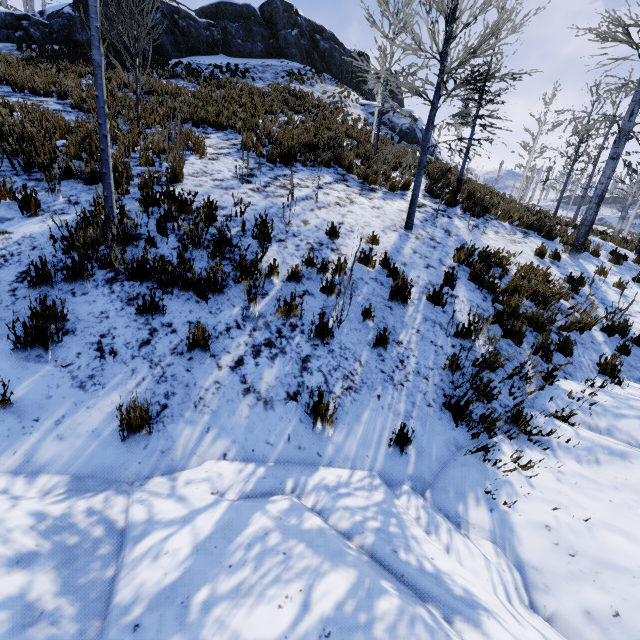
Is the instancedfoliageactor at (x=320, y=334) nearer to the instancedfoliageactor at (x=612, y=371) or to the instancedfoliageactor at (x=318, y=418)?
the instancedfoliageactor at (x=612, y=371)

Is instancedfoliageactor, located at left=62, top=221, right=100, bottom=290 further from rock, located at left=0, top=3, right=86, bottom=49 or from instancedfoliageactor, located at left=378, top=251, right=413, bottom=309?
rock, located at left=0, top=3, right=86, bottom=49

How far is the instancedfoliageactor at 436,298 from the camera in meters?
5.2 m

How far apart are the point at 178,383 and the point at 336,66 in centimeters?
3433cm

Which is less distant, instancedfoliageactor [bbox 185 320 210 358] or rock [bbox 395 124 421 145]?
instancedfoliageactor [bbox 185 320 210 358]

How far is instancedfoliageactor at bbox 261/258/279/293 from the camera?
4.1 meters

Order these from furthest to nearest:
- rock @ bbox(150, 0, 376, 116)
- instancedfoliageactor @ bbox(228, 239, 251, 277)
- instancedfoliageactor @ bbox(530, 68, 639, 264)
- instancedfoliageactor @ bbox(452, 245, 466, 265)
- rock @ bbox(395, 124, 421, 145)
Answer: rock @ bbox(395, 124, 421, 145) < rock @ bbox(150, 0, 376, 116) < instancedfoliageactor @ bbox(530, 68, 639, 264) < instancedfoliageactor @ bbox(452, 245, 466, 265) < instancedfoliageactor @ bbox(228, 239, 251, 277)

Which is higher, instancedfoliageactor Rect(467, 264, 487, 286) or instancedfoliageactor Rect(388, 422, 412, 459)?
instancedfoliageactor Rect(467, 264, 487, 286)
